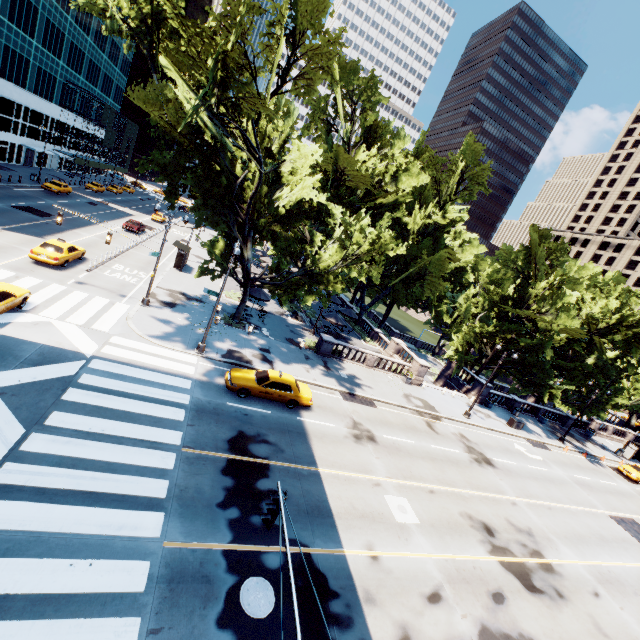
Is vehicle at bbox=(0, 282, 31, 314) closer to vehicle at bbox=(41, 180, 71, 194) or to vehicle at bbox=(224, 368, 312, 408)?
vehicle at bbox=(224, 368, 312, 408)

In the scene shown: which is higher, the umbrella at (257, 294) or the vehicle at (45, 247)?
the umbrella at (257, 294)

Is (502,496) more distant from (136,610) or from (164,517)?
(136,610)

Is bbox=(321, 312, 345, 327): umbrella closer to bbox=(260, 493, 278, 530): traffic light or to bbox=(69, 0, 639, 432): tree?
bbox=(69, 0, 639, 432): tree

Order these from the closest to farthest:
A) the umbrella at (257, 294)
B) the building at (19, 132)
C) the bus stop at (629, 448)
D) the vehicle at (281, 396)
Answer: the vehicle at (281, 396) → the umbrella at (257, 294) → the bus stop at (629, 448) → the building at (19, 132)

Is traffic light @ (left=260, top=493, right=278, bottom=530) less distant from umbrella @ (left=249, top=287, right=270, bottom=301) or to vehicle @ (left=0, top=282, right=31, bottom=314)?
vehicle @ (left=0, top=282, right=31, bottom=314)

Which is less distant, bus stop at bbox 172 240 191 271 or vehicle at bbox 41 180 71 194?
bus stop at bbox 172 240 191 271

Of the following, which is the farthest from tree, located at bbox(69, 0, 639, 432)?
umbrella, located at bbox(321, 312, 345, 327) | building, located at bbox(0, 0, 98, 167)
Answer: building, located at bbox(0, 0, 98, 167)
